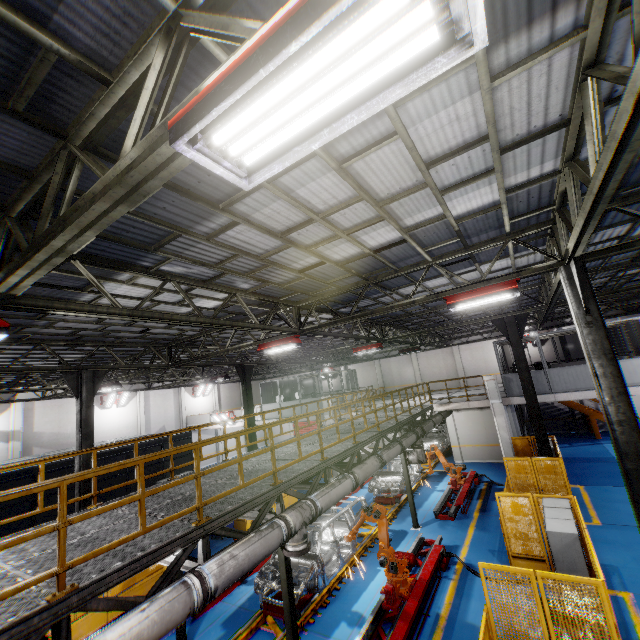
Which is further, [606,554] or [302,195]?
[606,554]

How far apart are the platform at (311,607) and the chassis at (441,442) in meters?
0.0

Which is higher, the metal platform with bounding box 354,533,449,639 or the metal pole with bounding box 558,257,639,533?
the metal pole with bounding box 558,257,639,533

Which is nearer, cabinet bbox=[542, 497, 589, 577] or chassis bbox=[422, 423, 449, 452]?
cabinet bbox=[542, 497, 589, 577]

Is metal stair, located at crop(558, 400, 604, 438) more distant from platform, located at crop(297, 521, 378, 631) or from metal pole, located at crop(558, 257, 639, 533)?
metal pole, located at crop(558, 257, 639, 533)

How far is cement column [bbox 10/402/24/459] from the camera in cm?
2073

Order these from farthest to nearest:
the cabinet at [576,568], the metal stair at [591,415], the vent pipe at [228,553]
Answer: the metal stair at [591,415] → the cabinet at [576,568] → the vent pipe at [228,553]

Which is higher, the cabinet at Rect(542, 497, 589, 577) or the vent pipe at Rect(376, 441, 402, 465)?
the vent pipe at Rect(376, 441, 402, 465)
